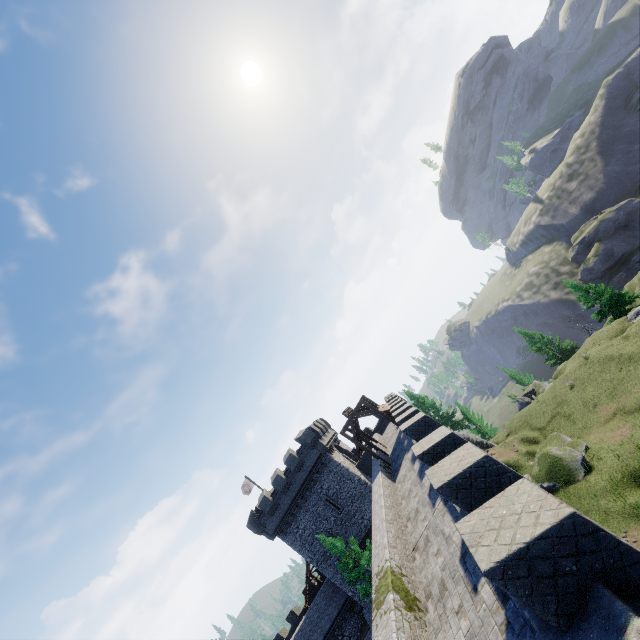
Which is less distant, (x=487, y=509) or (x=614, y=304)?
(x=487, y=509)

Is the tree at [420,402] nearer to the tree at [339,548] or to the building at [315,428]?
the building at [315,428]

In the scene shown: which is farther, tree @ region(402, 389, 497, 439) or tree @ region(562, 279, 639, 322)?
tree @ region(402, 389, 497, 439)

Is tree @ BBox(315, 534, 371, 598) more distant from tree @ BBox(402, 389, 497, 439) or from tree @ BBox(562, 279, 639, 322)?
tree @ BBox(562, 279, 639, 322)

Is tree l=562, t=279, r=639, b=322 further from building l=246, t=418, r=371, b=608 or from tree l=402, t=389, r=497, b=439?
building l=246, t=418, r=371, b=608

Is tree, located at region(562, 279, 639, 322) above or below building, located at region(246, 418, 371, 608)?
below

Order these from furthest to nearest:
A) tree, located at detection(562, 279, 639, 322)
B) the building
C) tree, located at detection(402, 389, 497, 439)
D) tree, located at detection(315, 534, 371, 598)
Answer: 1. tree, located at detection(402, 389, 497, 439)
2. tree, located at detection(562, 279, 639, 322)
3. the building
4. tree, located at detection(315, 534, 371, 598)

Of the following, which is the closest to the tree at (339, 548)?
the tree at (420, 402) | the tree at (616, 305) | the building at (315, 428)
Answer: the building at (315, 428)
